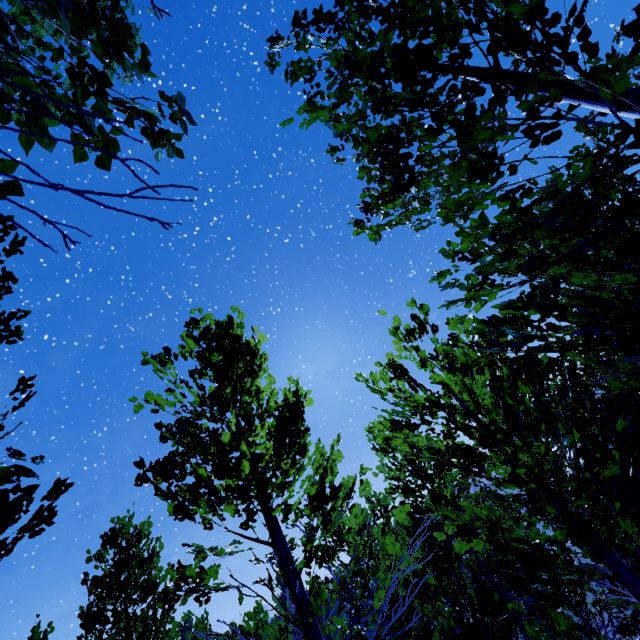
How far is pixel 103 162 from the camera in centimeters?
114cm

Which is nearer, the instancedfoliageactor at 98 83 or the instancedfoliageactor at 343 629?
the instancedfoliageactor at 98 83

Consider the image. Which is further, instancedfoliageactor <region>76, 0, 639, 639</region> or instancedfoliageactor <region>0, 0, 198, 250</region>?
instancedfoliageactor <region>76, 0, 639, 639</region>
